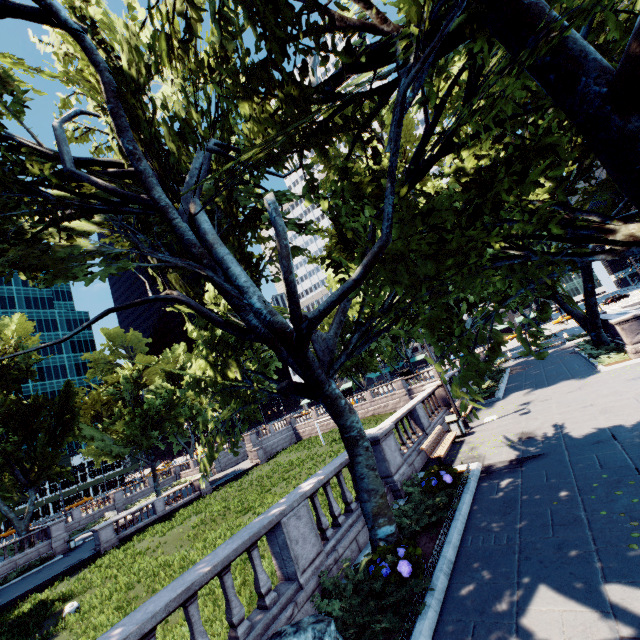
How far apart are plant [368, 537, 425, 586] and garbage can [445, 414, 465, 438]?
8.94m

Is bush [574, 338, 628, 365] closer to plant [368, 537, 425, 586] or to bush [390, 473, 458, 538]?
bush [390, 473, 458, 538]

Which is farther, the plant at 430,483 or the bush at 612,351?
the bush at 612,351

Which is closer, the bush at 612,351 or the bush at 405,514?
the bush at 405,514

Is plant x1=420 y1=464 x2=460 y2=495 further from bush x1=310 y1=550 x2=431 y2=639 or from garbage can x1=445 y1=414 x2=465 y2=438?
garbage can x1=445 y1=414 x2=465 y2=438

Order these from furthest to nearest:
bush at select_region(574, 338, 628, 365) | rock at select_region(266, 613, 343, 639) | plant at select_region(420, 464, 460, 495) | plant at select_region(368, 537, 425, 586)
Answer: bush at select_region(574, 338, 628, 365)
plant at select_region(420, 464, 460, 495)
plant at select_region(368, 537, 425, 586)
rock at select_region(266, 613, 343, 639)

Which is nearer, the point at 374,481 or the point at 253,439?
the point at 374,481

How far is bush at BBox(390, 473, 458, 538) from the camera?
8.1m
